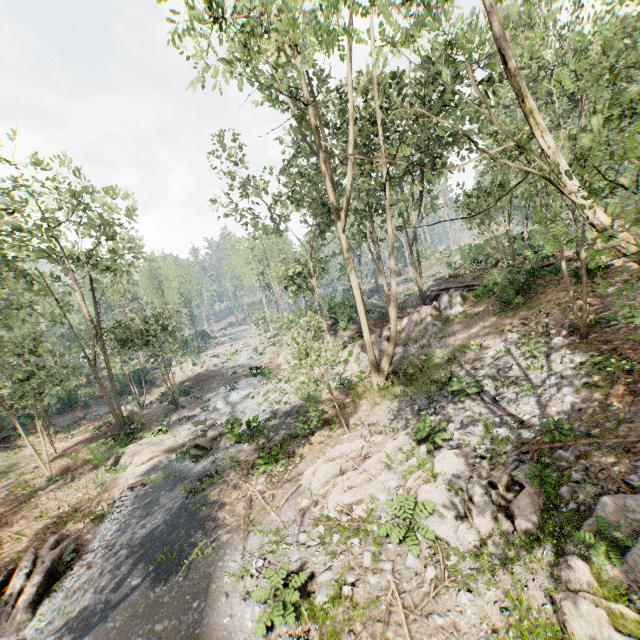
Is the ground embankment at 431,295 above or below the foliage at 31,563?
above

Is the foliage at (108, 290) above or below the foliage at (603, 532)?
above

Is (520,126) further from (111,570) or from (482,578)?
(111,570)

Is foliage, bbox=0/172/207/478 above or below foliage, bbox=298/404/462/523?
above

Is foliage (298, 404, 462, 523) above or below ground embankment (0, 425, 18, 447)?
below

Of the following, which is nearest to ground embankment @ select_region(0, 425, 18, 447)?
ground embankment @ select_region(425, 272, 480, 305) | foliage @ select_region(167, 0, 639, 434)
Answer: foliage @ select_region(167, 0, 639, 434)

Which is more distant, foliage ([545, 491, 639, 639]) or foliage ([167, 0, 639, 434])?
foliage ([545, 491, 639, 639])
